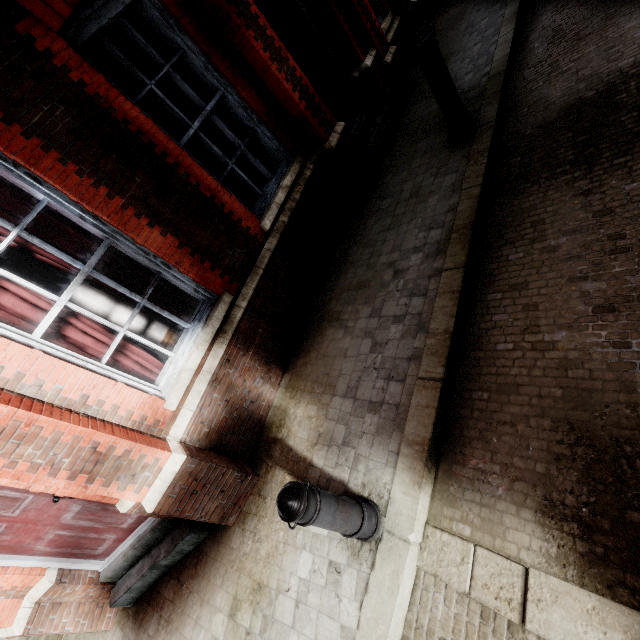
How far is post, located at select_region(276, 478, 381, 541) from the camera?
2.01m

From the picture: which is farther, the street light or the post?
the street light

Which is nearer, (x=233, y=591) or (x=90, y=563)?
(x=233, y=591)

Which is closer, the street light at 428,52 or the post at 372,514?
→ the post at 372,514

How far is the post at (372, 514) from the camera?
2.01m
